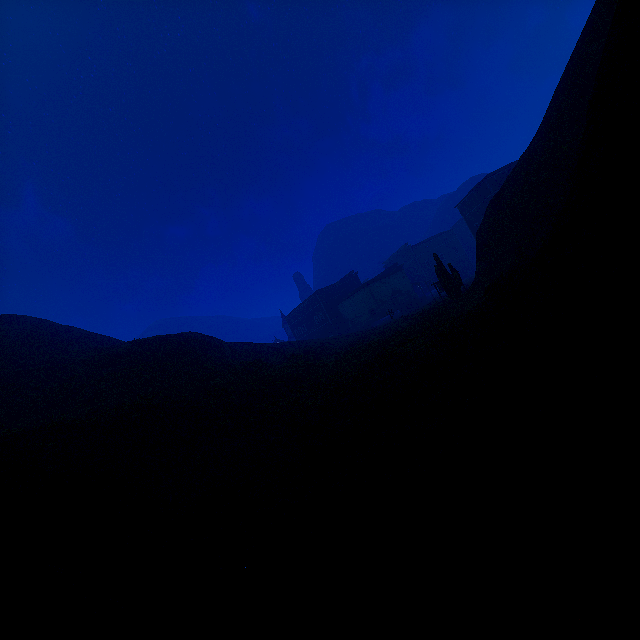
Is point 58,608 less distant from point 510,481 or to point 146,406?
point 510,481

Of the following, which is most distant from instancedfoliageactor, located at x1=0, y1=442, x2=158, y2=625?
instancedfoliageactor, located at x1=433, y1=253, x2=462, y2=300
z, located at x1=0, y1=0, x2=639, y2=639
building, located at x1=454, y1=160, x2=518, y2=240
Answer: building, located at x1=454, y1=160, x2=518, y2=240

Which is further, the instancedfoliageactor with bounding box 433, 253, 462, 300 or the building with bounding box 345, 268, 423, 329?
the building with bounding box 345, 268, 423, 329

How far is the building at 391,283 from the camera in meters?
54.8

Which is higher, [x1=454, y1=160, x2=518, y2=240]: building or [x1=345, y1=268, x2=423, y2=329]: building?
[x1=454, y1=160, x2=518, y2=240]: building

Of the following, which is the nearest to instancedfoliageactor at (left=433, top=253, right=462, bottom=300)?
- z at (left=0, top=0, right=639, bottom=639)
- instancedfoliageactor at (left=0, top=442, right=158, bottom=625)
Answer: z at (left=0, top=0, right=639, bottom=639)

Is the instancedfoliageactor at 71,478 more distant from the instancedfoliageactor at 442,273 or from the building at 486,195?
the building at 486,195
